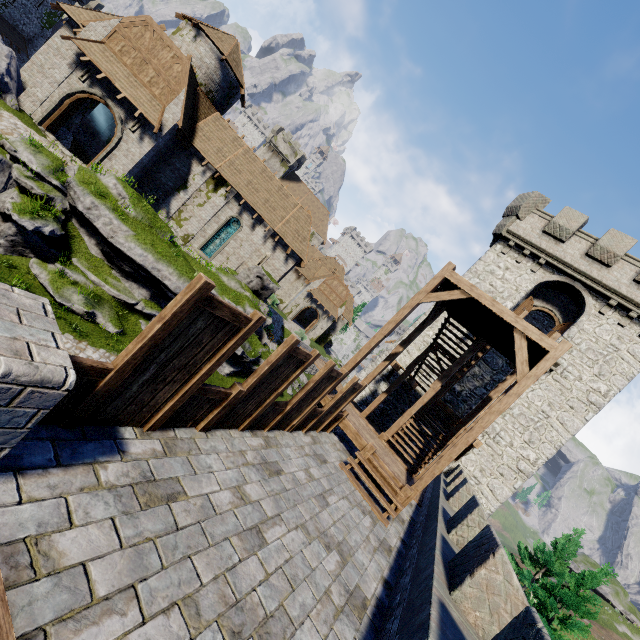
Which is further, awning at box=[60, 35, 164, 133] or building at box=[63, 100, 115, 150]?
building at box=[63, 100, 115, 150]

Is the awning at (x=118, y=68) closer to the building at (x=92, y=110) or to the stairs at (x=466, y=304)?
the building at (x=92, y=110)

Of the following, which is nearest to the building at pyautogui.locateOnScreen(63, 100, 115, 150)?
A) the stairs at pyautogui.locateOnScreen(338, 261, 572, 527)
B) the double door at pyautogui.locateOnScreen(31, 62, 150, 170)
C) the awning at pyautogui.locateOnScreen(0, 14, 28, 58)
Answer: the double door at pyautogui.locateOnScreen(31, 62, 150, 170)

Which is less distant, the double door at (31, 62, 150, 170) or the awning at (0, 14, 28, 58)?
the double door at (31, 62, 150, 170)

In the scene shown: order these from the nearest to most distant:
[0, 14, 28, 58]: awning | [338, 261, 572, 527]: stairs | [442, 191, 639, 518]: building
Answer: [338, 261, 572, 527]: stairs
[442, 191, 639, 518]: building
[0, 14, 28, 58]: awning

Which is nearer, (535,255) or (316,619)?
(316,619)

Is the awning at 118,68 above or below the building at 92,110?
above

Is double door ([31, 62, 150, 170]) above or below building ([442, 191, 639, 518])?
below
